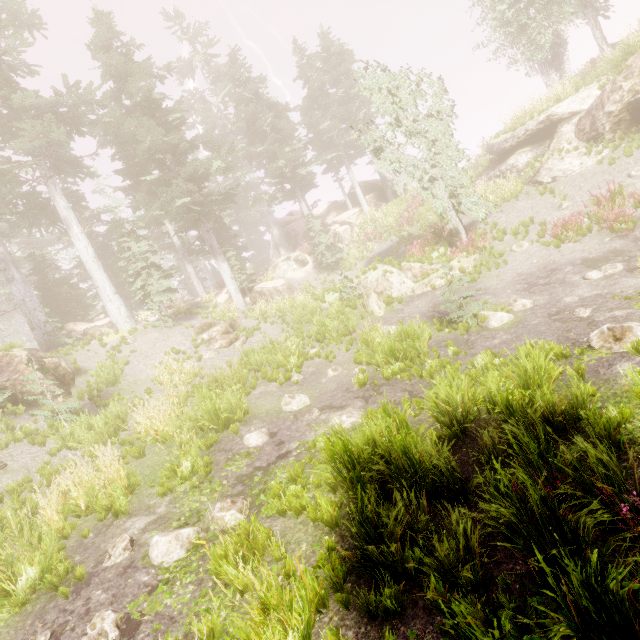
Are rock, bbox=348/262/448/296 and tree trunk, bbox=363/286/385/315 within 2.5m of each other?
yes

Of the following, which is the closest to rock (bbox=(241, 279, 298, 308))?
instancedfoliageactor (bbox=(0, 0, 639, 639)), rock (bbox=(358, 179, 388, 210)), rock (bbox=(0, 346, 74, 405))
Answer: A: instancedfoliageactor (bbox=(0, 0, 639, 639))

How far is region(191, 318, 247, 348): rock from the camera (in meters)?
17.11

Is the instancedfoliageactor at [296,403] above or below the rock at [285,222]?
below

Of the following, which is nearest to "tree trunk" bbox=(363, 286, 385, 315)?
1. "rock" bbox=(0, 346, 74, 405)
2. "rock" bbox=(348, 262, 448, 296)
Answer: "rock" bbox=(348, 262, 448, 296)

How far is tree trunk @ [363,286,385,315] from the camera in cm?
1517

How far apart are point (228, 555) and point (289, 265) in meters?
25.0

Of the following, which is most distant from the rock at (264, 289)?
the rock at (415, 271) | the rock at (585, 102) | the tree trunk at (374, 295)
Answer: the rock at (585, 102)
